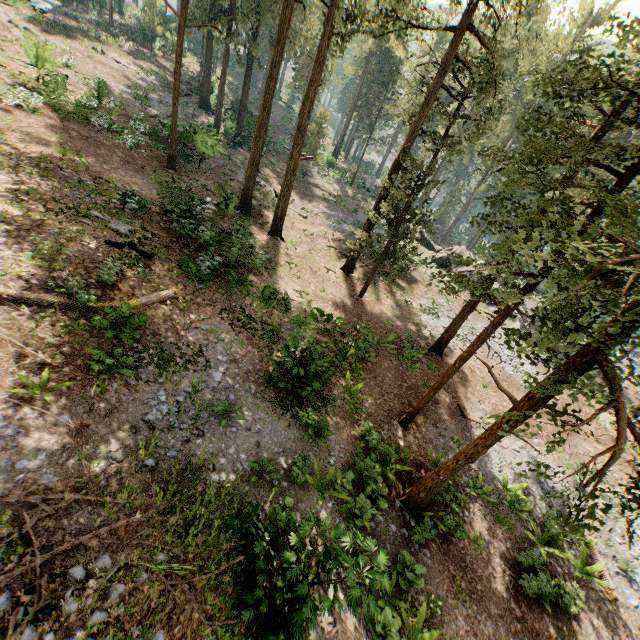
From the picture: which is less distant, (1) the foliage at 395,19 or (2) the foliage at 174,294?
(1) the foliage at 395,19

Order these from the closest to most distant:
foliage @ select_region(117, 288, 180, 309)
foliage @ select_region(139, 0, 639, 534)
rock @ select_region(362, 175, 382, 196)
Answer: foliage @ select_region(139, 0, 639, 534), foliage @ select_region(117, 288, 180, 309), rock @ select_region(362, 175, 382, 196)

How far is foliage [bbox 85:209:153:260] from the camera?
13.3 meters

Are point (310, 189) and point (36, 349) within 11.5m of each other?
no

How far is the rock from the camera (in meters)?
48.21

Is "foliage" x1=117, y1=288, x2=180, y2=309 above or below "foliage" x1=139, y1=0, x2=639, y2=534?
below
